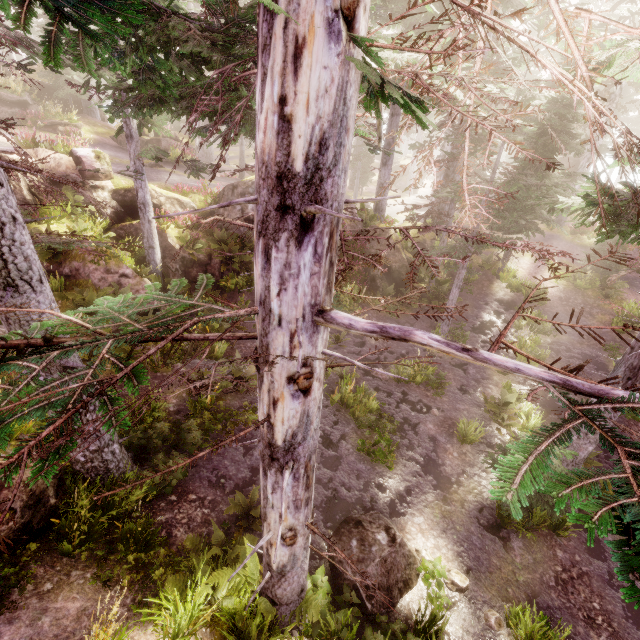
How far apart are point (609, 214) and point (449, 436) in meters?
8.0 m

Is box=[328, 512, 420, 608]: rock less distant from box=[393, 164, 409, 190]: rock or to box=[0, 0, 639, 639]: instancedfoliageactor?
box=[0, 0, 639, 639]: instancedfoliageactor

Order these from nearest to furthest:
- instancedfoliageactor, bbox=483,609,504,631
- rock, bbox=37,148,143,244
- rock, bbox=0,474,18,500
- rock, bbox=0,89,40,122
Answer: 1. rock, bbox=0,474,18,500
2. instancedfoliageactor, bbox=483,609,504,631
3. rock, bbox=37,148,143,244
4. rock, bbox=0,89,40,122

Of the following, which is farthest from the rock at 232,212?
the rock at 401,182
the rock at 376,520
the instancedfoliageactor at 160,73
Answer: the rock at 401,182

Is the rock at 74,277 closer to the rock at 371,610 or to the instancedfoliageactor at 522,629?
the instancedfoliageactor at 522,629

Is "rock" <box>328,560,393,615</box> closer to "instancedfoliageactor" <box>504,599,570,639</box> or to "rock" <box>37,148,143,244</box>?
"instancedfoliageactor" <box>504,599,570,639</box>

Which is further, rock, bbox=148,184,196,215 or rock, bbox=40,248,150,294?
rock, bbox=148,184,196,215
